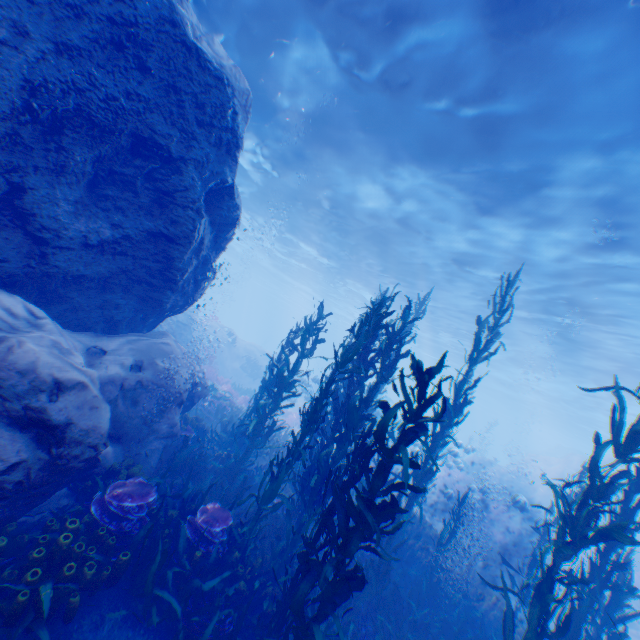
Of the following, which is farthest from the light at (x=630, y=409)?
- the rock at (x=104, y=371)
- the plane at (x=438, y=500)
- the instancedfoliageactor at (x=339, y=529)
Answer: the plane at (x=438, y=500)

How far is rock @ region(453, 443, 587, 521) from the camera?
23.7 meters

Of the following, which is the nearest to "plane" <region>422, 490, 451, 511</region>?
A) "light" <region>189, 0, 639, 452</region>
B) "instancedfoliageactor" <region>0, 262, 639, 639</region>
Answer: "instancedfoliageactor" <region>0, 262, 639, 639</region>

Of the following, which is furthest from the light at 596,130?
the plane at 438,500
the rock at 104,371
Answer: the plane at 438,500

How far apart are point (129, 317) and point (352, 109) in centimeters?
964cm

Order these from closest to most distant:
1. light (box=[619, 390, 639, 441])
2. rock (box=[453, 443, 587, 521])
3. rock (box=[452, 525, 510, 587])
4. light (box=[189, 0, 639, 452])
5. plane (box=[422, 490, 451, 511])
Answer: light (box=[189, 0, 639, 452]) → rock (box=[452, 525, 510, 587]) → plane (box=[422, 490, 451, 511]) → light (box=[619, 390, 639, 441]) → rock (box=[453, 443, 587, 521])

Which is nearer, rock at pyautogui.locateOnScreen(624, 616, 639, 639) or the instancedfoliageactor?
the instancedfoliageactor
